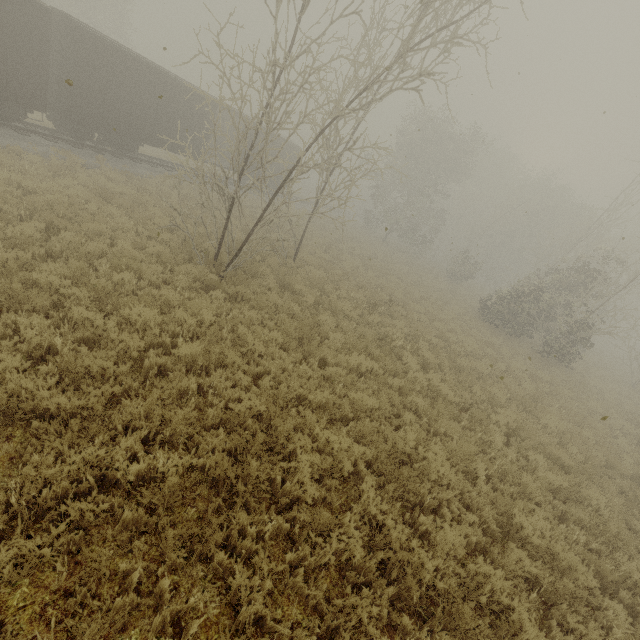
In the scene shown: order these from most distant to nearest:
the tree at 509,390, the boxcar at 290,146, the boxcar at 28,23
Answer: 1. the boxcar at 290,146
2. the boxcar at 28,23
3. the tree at 509,390

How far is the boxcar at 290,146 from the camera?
27.39m

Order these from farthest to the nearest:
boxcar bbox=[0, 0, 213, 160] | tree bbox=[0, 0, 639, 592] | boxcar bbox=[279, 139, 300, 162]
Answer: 1. boxcar bbox=[279, 139, 300, 162]
2. boxcar bbox=[0, 0, 213, 160]
3. tree bbox=[0, 0, 639, 592]

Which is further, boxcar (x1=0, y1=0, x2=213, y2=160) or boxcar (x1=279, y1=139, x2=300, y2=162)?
boxcar (x1=279, y1=139, x2=300, y2=162)

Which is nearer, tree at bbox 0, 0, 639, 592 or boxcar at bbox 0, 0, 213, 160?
tree at bbox 0, 0, 639, 592

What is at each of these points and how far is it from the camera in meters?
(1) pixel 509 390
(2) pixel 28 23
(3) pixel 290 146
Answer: (1) tree, 11.4 m
(2) boxcar, 11.9 m
(3) boxcar, 27.9 m

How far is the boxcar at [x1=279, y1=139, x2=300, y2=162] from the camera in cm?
2739
